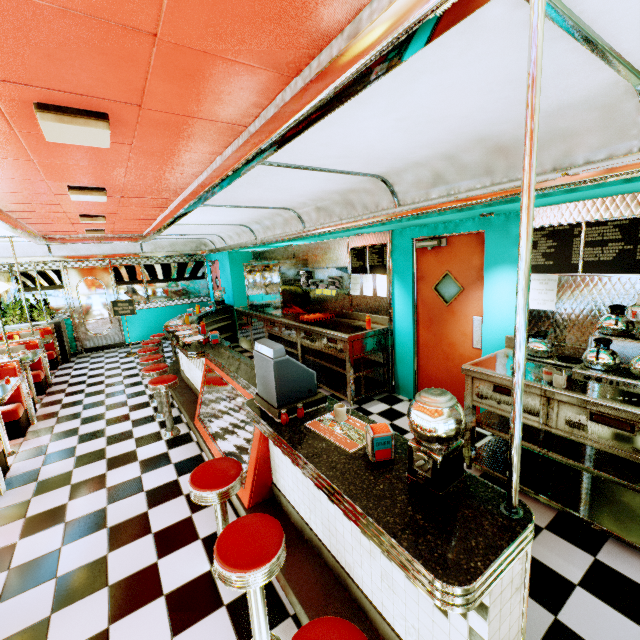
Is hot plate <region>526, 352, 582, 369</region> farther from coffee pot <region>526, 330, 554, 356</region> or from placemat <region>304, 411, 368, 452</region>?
placemat <region>304, 411, 368, 452</region>

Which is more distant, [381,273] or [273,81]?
[381,273]

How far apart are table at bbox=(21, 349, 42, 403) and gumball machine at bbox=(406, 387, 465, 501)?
7.14m

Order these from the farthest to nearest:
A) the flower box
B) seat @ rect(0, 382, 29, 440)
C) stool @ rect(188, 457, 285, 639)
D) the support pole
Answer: the flower box
seat @ rect(0, 382, 29, 440)
stool @ rect(188, 457, 285, 639)
the support pole

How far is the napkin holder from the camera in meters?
1.8 m

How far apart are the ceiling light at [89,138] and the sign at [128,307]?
7.5m

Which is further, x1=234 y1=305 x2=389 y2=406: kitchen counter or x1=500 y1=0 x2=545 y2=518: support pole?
x1=234 y1=305 x2=389 y2=406: kitchen counter

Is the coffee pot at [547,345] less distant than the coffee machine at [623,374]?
No
